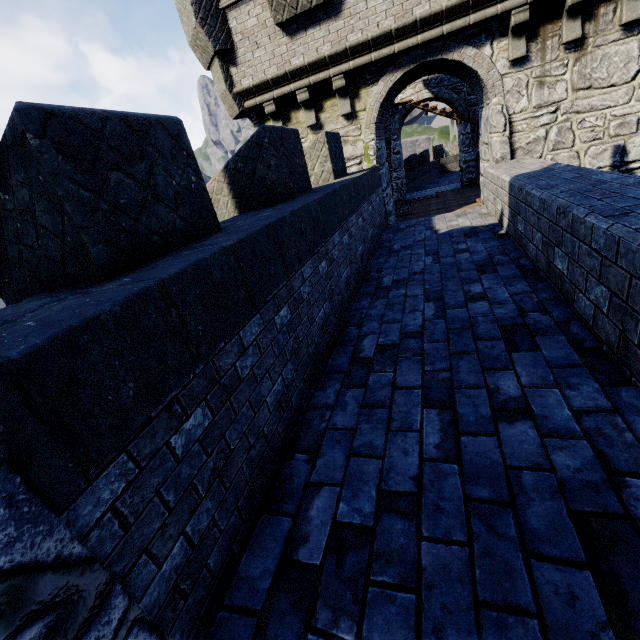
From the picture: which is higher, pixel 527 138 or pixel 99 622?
pixel 527 138
